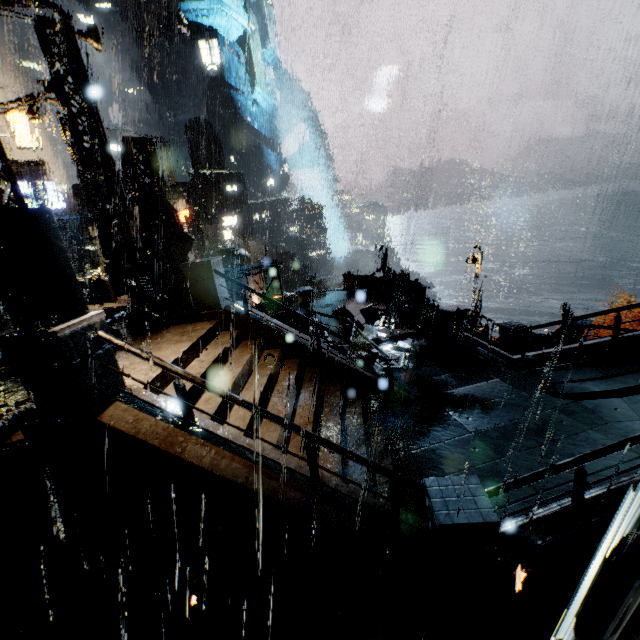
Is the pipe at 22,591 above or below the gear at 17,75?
below

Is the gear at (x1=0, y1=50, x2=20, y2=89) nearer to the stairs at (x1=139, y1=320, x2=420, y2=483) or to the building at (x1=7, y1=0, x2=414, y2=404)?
the building at (x1=7, y1=0, x2=414, y2=404)

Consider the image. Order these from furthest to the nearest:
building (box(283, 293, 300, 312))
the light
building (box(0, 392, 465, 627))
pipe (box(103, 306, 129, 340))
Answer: building (box(283, 293, 300, 312)) → the light → pipe (box(103, 306, 129, 340)) → building (box(0, 392, 465, 627))

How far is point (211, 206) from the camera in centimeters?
5825cm

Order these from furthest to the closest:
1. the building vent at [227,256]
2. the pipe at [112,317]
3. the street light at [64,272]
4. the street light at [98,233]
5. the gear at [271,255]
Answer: the gear at [271,255] → the building vent at [227,256] → the street light at [98,233] → the pipe at [112,317] → the street light at [64,272]

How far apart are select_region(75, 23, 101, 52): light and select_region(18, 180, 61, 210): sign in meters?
27.9 m

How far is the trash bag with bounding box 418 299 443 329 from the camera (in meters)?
14.62

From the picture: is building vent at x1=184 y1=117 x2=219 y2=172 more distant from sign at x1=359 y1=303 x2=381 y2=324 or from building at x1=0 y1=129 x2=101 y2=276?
sign at x1=359 y1=303 x2=381 y2=324
